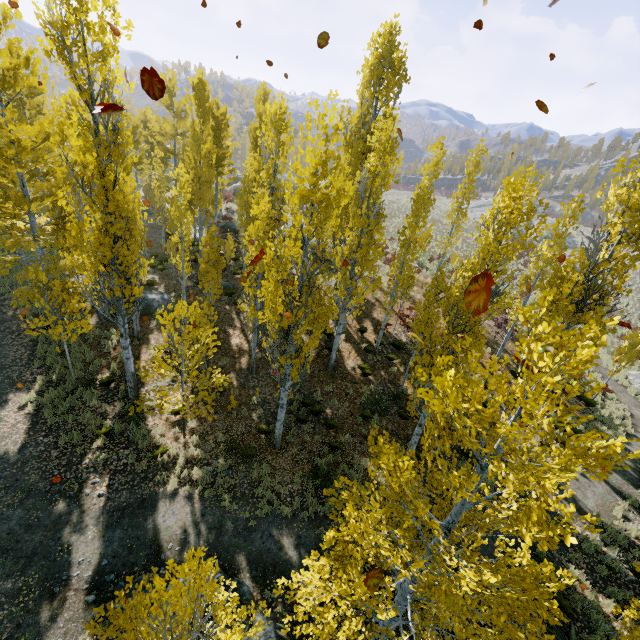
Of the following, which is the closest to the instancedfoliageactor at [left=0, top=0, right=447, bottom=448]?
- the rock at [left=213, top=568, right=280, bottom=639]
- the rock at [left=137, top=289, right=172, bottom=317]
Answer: the rock at [left=137, top=289, right=172, bottom=317]

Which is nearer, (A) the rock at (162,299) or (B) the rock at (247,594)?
(B) the rock at (247,594)

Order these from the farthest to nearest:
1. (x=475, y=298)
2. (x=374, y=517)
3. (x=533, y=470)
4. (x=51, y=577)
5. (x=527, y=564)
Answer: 1. (x=51, y=577)
2. (x=374, y=517)
3. (x=527, y=564)
4. (x=533, y=470)
5. (x=475, y=298)

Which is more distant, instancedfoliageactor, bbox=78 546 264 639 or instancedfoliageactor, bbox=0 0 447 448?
instancedfoliageactor, bbox=0 0 447 448

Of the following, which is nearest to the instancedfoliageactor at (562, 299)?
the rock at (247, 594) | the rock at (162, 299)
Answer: the rock at (162, 299)

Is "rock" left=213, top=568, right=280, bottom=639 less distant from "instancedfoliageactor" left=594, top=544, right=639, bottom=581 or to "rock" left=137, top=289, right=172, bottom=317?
"instancedfoliageactor" left=594, top=544, right=639, bottom=581
